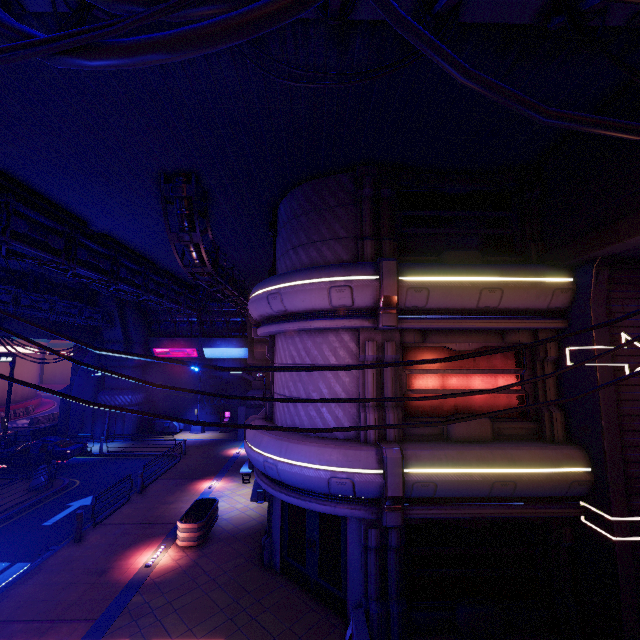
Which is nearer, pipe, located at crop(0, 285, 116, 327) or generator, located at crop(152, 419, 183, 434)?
pipe, located at crop(0, 285, 116, 327)

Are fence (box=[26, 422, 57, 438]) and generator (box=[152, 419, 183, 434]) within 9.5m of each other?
yes

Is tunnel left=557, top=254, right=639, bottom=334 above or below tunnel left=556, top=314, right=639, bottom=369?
above

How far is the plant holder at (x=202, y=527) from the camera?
11.7m

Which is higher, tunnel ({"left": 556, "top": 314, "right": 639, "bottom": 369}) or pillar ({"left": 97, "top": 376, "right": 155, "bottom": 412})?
tunnel ({"left": 556, "top": 314, "right": 639, "bottom": 369})

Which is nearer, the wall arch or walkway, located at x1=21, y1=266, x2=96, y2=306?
walkway, located at x1=21, y1=266, x2=96, y2=306

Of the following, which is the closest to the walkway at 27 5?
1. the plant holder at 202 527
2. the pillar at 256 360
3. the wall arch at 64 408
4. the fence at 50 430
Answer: the wall arch at 64 408

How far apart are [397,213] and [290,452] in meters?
7.4 m
